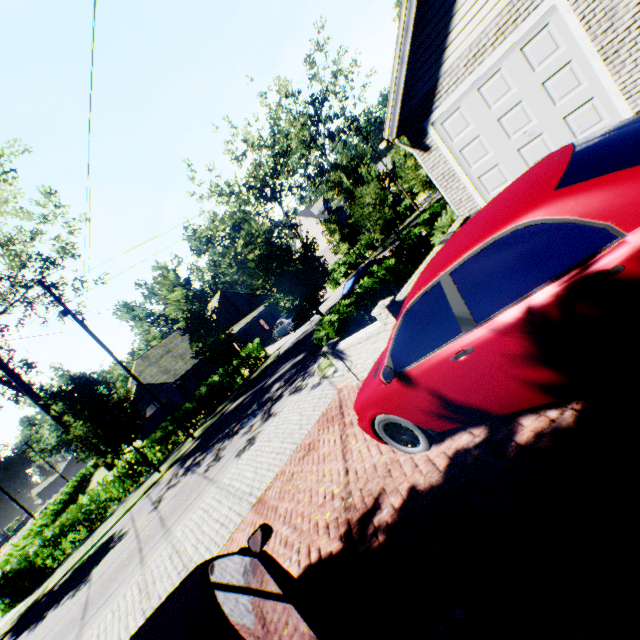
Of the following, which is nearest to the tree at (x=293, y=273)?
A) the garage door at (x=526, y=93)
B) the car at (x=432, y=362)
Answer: the car at (x=432, y=362)

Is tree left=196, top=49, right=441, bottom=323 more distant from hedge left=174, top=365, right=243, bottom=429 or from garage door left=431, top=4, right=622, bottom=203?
garage door left=431, top=4, right=622, bottom=203

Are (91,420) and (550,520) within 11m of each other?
no

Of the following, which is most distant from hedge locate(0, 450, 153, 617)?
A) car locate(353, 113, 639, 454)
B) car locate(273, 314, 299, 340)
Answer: car locate(353, 113, 639, 454)

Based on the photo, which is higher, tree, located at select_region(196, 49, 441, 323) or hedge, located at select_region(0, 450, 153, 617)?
tree, located at select_region(196, 49, 441, 323)

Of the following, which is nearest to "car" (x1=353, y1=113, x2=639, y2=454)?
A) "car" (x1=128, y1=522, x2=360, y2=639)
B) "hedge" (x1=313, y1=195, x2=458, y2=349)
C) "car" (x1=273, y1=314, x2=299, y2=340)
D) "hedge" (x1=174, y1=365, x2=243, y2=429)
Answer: "car" (x1=128, y1=522, x2=360, y2=639)

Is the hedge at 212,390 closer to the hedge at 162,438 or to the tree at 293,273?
the hedge at 162,438

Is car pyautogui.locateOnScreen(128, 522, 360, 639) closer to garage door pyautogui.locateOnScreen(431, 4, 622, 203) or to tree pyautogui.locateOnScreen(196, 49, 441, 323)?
tree pyautogui.locateOnScreen(196, 49, 441, 323)
